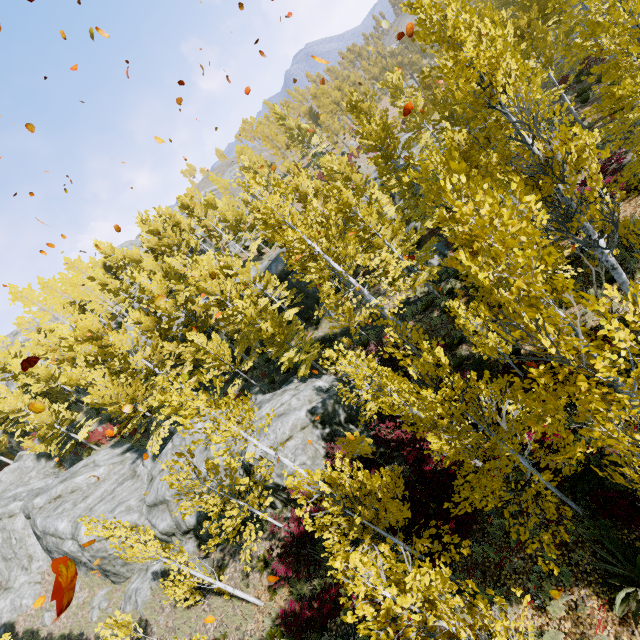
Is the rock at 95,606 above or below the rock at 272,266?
below

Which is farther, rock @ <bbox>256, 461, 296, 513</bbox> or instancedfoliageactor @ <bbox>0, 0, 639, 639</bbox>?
rock @ <bbox>256, 461, 296, 513</bbox>

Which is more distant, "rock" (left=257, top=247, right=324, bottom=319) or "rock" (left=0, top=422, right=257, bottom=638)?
"rock" (left=257, top=247, right=324, bottom=319)

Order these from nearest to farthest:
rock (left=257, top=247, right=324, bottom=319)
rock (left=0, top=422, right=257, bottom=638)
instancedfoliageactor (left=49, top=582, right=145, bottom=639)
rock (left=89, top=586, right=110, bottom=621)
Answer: instancedfoliageactor (left=49, top=582, right=145, bottom=639)
rock (left=0, top=422, right=257, bottom=638)
rock (left=89, top=586, right=110, bottom=621)
rock (left=257, top=247, right=324, bottom=319)

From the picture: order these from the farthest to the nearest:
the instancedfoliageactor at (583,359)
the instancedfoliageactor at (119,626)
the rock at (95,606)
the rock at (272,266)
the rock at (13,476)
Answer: the rock at (272,266) → the rock at (95,606) → the rock at (13,476) → the instancedfoliageactor at (119,626) → the instancedfoliageactor at (583,359)

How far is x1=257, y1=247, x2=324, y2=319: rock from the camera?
27.00m

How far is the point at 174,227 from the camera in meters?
33.5 m
